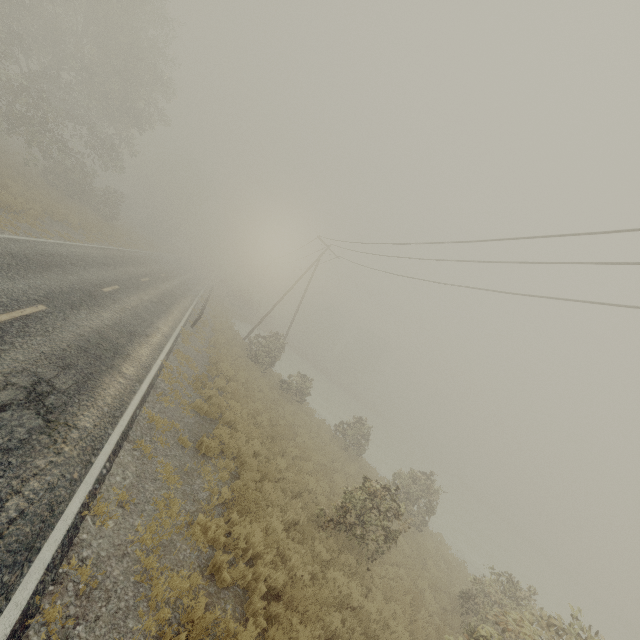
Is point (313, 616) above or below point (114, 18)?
below
